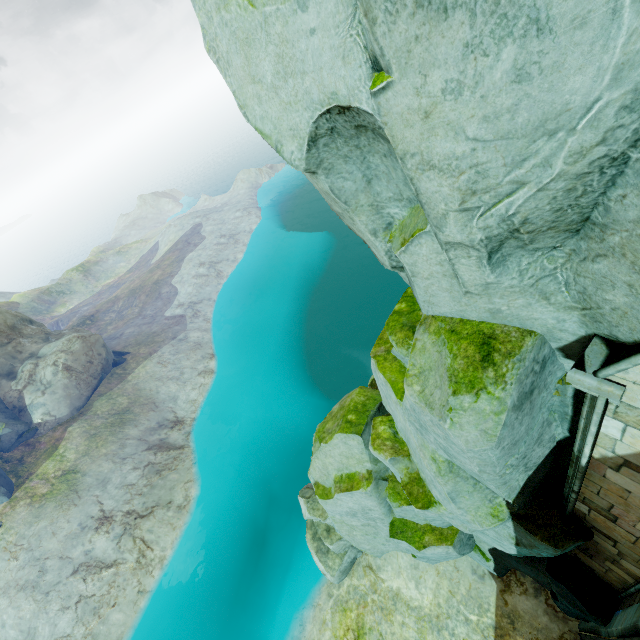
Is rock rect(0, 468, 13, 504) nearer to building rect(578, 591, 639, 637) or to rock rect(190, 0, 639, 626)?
rock rect(190, 0, 639, 626)

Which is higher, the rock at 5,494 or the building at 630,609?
the building at 630,609

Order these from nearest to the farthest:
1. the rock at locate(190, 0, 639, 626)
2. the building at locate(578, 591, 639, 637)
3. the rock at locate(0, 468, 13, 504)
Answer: the rock at locate(190, 0, 639, 626)
the building at locate(578, 591, 639, 637)
the rock at locate(0, 468, 13, 504)

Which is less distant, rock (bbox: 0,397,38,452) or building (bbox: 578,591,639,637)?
building (bbox: 578,591,639,637)

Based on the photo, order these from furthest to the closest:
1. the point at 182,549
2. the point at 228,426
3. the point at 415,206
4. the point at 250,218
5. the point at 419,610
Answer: the point at 250,218 < the point at 228,426 < the point at 182,549 < the point at 419,610 < the point at 415,206

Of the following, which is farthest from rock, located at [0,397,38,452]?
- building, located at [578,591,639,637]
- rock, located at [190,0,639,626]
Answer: building, located at [578,591,639,637]

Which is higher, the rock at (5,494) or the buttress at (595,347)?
the buttress at (595,347)

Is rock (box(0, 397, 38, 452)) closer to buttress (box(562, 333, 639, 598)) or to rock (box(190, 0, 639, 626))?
rock (box(190, 0, 639, 626))
